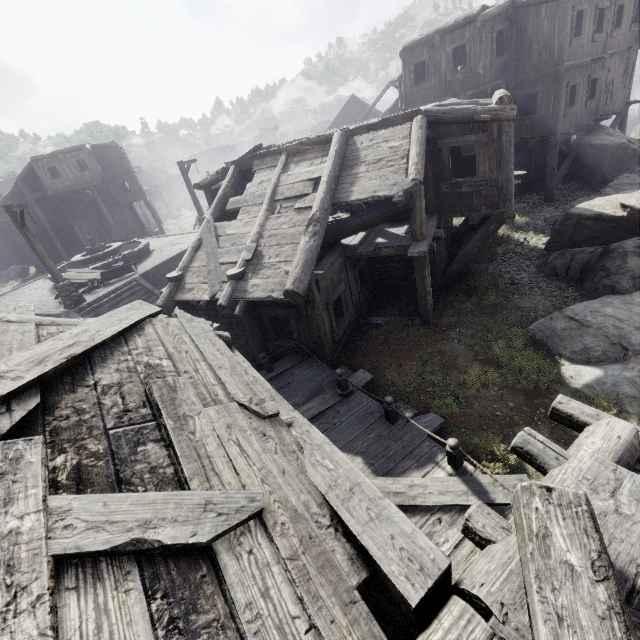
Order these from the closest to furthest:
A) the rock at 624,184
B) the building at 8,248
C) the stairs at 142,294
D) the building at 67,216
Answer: the rock at 624,184 → the stairs at 142,294 → the building at 67,216 → the building at 8,248

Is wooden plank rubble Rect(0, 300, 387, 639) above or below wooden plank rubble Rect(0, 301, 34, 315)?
below

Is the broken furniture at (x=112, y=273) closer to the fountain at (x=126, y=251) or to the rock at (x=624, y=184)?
the fountain at (x=126, y=251)

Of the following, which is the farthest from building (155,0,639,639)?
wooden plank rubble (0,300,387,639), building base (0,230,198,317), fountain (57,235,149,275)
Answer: fountain (57,235,149,275)

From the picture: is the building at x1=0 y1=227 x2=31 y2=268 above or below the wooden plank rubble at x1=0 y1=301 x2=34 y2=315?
below

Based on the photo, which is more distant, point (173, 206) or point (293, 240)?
point (173, 206)

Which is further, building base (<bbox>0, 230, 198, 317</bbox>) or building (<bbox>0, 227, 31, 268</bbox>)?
building (<bbox>0, 227, 31, 268</bbox>)

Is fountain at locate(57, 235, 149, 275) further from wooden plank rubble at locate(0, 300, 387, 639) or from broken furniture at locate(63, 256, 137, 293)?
wooden plank rubble at locate(0, 300, 387, 639)
